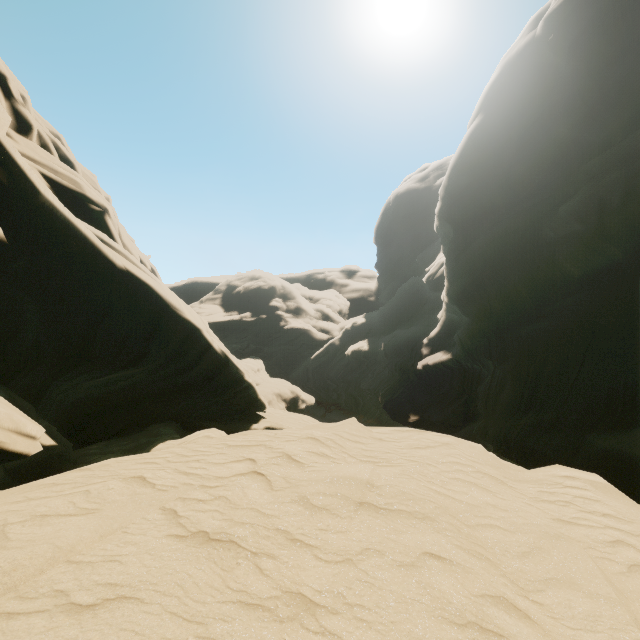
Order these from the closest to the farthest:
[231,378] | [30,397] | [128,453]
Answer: [30,397], [128,453], [231,378]
